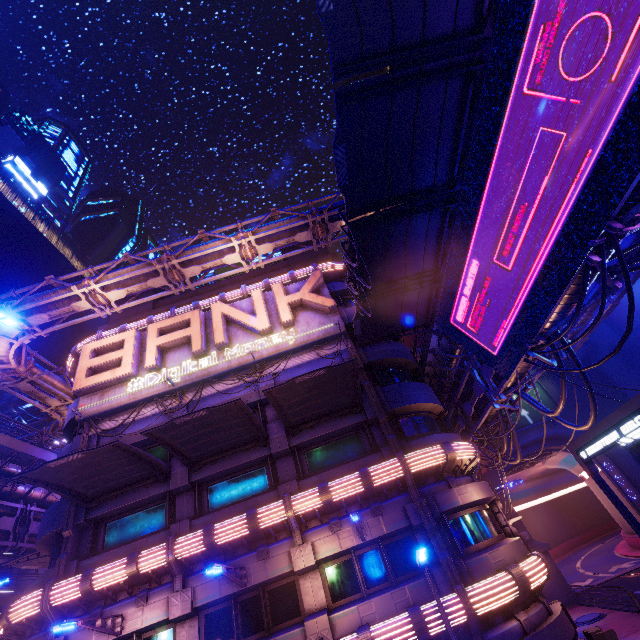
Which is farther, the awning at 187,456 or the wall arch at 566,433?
the wall arch at 566,433

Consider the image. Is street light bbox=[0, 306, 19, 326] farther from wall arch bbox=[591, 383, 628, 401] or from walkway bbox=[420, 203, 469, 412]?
wall arch bbox=[591, 383, 628, 401]

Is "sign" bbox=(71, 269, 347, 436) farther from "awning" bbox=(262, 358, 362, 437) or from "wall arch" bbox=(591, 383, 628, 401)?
"wall arch" bbox=(591, 383, 628, 401)

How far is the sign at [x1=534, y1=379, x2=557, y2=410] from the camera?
35.2m

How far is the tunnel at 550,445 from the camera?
35.62m

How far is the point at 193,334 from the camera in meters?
18.9 m

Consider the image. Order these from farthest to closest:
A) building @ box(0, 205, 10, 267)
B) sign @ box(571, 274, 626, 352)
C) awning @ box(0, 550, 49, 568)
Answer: building @ box(0, 205, 10, 267) < awning @ box(0, 550, 49, 568) < sign @ box(571, 274, 626, 352)

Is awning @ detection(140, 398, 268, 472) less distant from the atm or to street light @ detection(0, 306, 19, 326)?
street light @ detection(0, 306, 19, 326)
